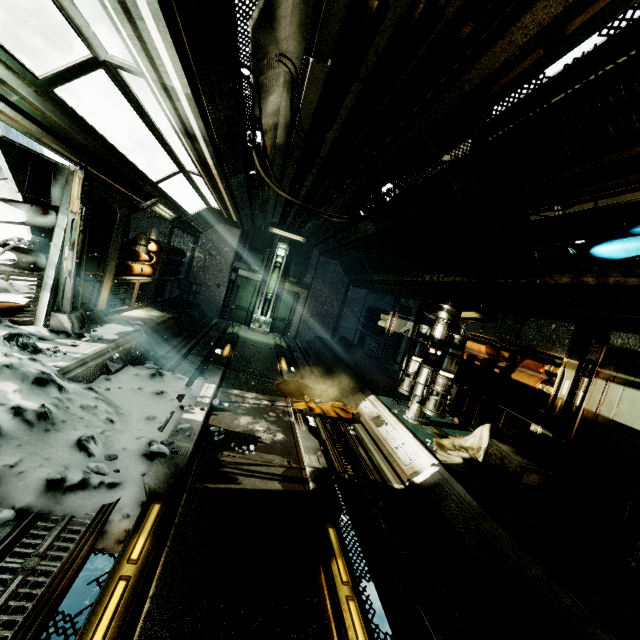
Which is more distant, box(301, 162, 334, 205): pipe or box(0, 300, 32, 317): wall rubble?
box(301, 162, 334, 205): pipe

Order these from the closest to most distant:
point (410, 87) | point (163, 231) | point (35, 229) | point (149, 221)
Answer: point (410, 87) → point (35, 229) → point (149, 221) → point (163, 231)

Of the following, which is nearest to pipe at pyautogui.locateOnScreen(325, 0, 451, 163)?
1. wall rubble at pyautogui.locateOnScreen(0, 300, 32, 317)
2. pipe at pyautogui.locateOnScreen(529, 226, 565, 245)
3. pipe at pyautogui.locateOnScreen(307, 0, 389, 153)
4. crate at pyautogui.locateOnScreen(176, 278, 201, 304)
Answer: pipe at pyautogui.locateOnScreen(307, 0, 389, 153)

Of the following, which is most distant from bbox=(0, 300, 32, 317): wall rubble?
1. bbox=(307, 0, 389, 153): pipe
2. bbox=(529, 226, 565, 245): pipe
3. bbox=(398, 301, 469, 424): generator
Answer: bbox=(529, 226, 565, 245): pipe

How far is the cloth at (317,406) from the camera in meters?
6.5

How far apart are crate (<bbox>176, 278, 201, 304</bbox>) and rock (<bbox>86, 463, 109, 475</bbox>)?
10.3 meters

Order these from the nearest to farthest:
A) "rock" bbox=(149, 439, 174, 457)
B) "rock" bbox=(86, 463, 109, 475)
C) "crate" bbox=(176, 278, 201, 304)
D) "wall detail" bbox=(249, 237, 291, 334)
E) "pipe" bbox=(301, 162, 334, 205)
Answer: "rock" bbox=(86, 463, 109, 475) < "rock" bbox=(149, 439, 174, 457) < "pipe" bbox=(301, 162, 334, 205) < "crate" bbox=(176, 278, 201, 304) < "wall detail" bbox=(249, 237, 291, 334)

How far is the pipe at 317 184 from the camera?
6.42m
